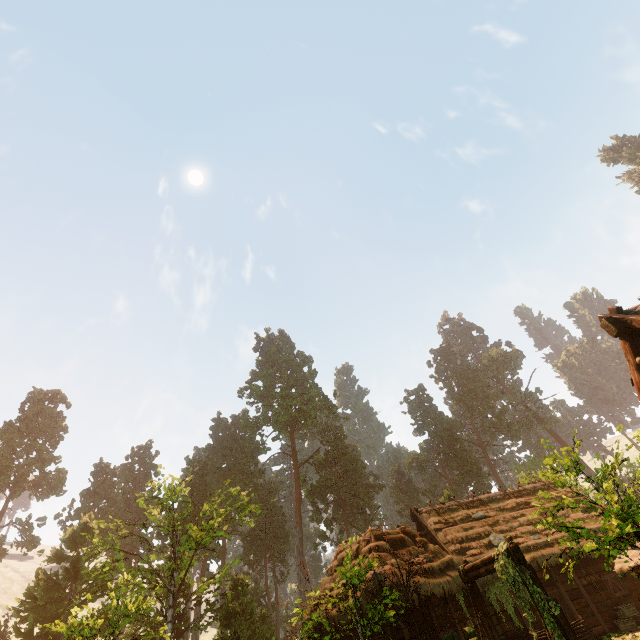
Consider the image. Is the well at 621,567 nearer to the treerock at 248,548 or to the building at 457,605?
the building at 457,605

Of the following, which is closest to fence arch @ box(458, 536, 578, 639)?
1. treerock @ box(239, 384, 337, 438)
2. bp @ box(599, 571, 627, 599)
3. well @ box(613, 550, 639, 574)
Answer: treerock @ box(239, 384, 337, 438)

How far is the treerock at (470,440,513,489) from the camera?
55.0m

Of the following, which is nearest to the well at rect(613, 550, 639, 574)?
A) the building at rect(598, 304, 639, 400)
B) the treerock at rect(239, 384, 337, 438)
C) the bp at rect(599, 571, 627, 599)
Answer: the building at rect(598, 304, 639, 400)

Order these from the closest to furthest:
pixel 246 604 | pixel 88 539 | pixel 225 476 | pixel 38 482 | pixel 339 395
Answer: pixel 88 539 < pixel 246 604 < pixel 38 482 < pixel 225 476 < pixel 339 395

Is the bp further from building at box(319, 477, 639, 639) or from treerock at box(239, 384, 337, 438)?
treerock at box(239, 384, 337, 438)

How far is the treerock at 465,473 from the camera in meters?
53.8
